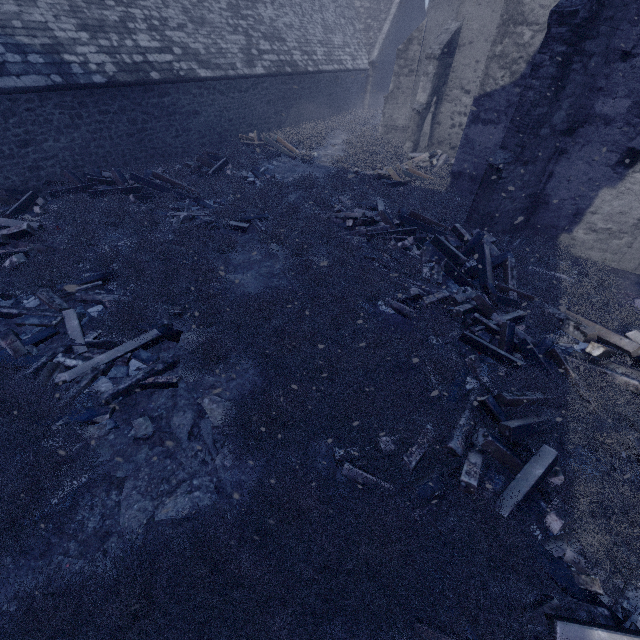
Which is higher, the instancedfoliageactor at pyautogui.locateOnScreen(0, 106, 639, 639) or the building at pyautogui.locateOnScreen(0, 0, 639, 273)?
the building at pyautogui.locateOnScreen(0, 0, 639, 273)

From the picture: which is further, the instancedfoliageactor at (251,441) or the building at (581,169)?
the building at (581,169)

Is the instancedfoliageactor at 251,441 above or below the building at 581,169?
below

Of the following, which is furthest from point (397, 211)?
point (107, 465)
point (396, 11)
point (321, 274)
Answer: point (396, 11)

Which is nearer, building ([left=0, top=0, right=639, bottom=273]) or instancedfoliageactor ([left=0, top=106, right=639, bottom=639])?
instancedfoliageactor ([left=0, top=106, right=639, bottom=639])
